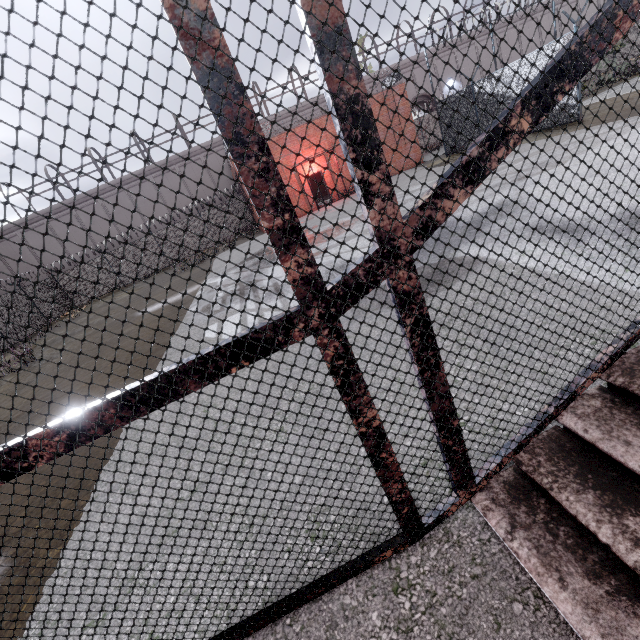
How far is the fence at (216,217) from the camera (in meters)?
25.70

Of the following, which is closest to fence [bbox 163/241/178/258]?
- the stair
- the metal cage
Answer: the metal cage

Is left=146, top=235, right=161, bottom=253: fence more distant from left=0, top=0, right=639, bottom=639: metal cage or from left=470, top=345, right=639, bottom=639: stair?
left=470, top=345, right=639, bottom=639: stair

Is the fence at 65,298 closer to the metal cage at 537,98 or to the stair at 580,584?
the metal cage at 537,98

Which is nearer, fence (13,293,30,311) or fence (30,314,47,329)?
fence (13,293,30,311)

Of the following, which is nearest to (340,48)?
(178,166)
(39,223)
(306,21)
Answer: (306,21)
